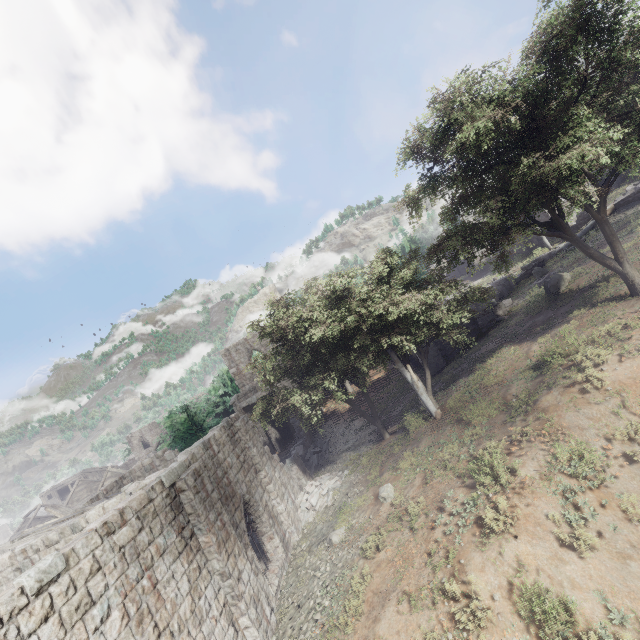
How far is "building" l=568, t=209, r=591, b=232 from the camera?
28.4 meters

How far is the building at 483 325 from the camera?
22.94m

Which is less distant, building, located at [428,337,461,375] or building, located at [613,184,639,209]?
building, located at [428,337,461,375]

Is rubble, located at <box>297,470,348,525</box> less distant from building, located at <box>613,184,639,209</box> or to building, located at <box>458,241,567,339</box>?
building, located at <box>458,241,567,339</box>

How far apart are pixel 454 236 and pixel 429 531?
11.8 meters

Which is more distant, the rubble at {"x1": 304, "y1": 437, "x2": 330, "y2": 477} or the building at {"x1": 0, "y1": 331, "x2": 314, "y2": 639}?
the rubble at {"x1": 304, "y1": 437, "x2": 330, "y2": 477}

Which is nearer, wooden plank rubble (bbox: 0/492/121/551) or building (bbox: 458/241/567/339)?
wooden plank rubble (bbox: 0/492/121/551)

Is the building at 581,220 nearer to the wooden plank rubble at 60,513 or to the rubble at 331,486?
the rubble at 331,486
